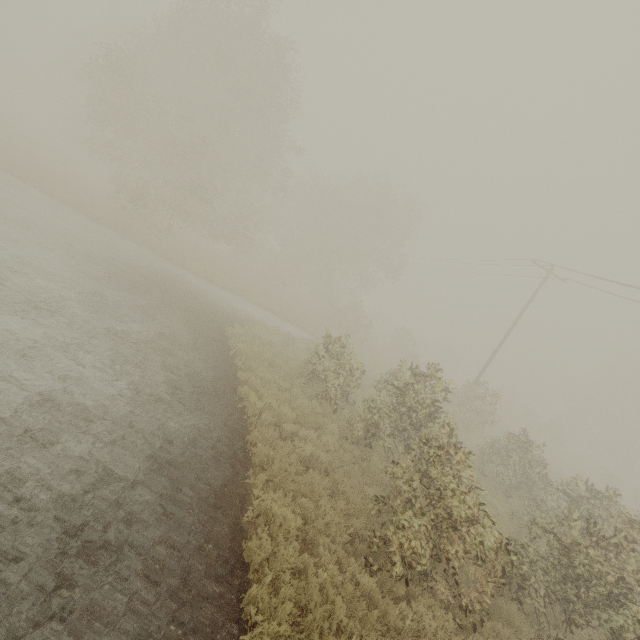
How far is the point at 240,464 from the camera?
7.5m
